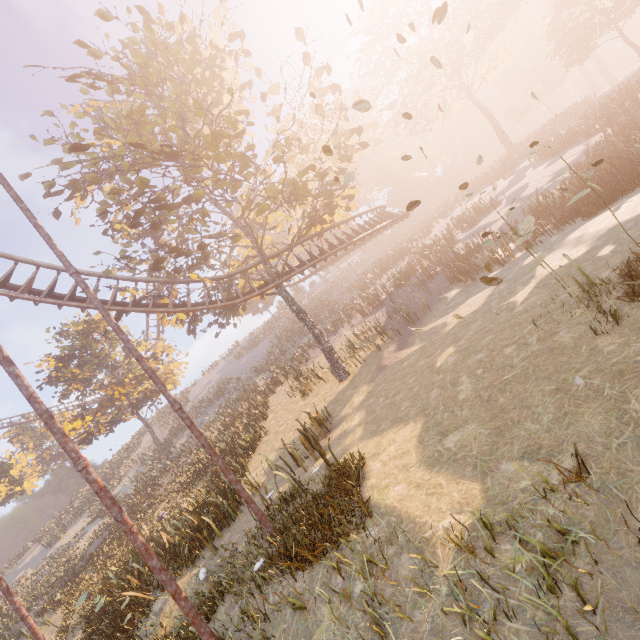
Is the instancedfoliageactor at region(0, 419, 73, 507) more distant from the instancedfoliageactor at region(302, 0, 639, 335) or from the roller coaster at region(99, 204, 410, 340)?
the instancedfoliageactor at region(302, 0, 639, 335)

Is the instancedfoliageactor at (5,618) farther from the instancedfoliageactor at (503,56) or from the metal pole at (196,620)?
the instancedfoliageactor at (503,56)

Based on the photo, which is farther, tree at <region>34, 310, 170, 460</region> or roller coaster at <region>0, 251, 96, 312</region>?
tree at <region>34, 310, 170, 460</region>

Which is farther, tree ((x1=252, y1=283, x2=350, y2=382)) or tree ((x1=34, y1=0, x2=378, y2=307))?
tree ((x1=252, y1=283, x2=350, y2=382))

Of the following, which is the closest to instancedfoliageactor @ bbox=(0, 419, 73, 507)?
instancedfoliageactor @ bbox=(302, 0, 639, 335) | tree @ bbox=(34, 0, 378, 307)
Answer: tree @ bbox=(34, 0, 378, 307)

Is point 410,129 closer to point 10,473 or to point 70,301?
point 70,301

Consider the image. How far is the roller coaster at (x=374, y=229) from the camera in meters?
16.0 m

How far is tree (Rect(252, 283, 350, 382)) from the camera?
17.4m
